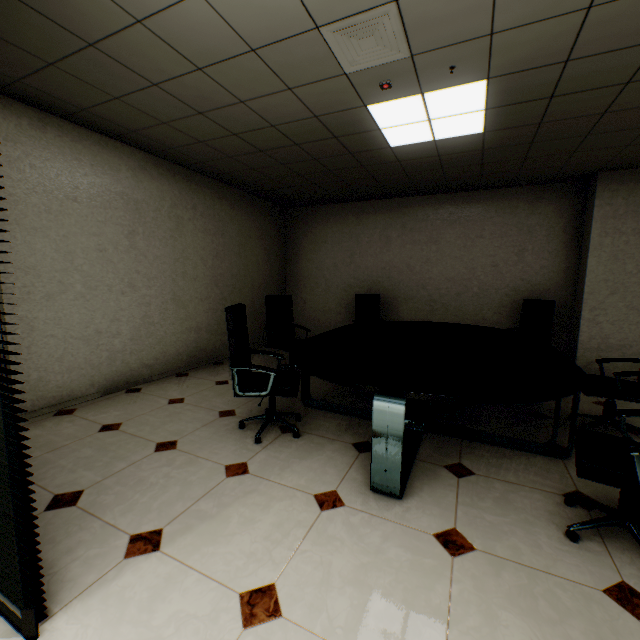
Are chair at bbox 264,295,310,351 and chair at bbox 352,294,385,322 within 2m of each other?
yes

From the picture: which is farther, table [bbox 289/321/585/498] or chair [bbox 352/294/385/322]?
chair [bbox 352/294/385/322]

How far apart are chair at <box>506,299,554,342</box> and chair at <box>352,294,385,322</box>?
1.7m

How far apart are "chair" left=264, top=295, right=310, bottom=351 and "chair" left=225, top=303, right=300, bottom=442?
1.1m

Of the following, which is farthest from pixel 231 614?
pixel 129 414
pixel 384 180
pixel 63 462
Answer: pixel 384 180

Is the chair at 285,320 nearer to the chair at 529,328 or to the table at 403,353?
the table at 403,353

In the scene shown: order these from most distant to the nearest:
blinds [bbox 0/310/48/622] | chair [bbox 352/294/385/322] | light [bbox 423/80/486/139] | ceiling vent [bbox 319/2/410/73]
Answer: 1. chair [bbox 352/294/385/322]
2. light [bbox 423/80/486/139]
3. ceiling vent [bbox 319/2/410/73]
4. blinds [bbox 0/310/48/622]

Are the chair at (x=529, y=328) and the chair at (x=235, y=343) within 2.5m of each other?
no
